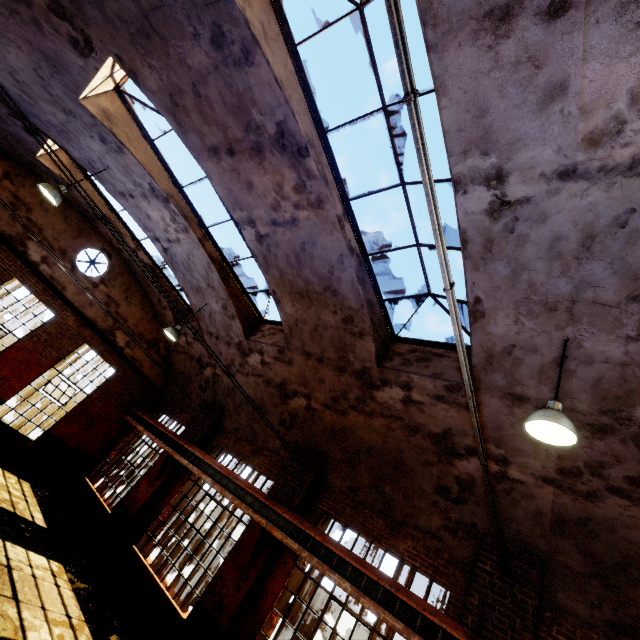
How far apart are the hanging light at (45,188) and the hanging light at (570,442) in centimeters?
1053cm

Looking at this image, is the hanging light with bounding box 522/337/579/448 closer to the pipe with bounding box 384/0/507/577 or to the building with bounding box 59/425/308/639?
the building with bounding box 59/425/308/639

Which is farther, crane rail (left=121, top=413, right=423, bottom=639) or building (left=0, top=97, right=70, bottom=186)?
building (left=0, top=97, right=70, bottom=186)

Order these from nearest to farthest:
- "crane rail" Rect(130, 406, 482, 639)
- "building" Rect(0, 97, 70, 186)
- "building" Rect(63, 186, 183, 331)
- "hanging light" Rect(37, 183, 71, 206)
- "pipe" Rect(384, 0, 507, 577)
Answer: "pipe" Rect(384, 0, 507, 577) → "crane rail" Rect(130, 406, 482, 639) → "hanging light" Rect(37, 183, 71, 206) → "building" Rect(0, 97, 70, 186) → "building" Rect(63, 186, 183, 331)

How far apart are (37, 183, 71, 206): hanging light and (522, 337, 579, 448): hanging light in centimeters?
1053cm

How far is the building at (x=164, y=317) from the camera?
11.55m

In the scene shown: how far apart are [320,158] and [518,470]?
6.6m

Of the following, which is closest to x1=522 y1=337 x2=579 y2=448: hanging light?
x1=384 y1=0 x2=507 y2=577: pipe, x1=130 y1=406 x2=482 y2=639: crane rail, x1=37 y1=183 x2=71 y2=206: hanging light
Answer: x1=384 y1=0 x2=507 y2=577: pipe
